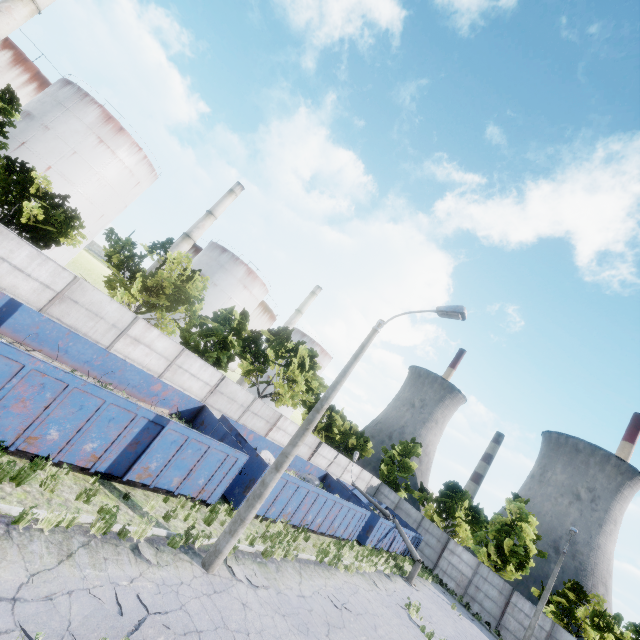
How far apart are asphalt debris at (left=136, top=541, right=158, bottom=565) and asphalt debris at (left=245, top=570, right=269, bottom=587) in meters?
2.0

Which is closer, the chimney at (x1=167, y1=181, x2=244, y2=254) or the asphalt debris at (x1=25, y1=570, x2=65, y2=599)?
the asphalt debris at (x1=25, y1=570, x2=65, y2=599)

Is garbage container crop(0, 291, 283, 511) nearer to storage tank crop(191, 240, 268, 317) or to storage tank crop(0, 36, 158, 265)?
storage tank crop(0, 36, 158, 265)

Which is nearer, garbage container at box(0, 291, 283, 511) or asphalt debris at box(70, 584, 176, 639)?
asphalt debris at box(70, 584, 176, 639)

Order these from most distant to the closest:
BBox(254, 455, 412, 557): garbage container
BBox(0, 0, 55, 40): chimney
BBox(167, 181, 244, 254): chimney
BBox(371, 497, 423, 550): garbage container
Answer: BBox(167, 181, 244, 254): chimney < BBox(0, 0, 55, 40): chimney < BBox(371, 497, 423, 550): garbage container < BBox(254, 455, 412, 557): garbage container

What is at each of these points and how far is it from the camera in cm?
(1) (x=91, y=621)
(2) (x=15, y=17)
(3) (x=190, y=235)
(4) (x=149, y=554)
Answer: (1) asphalt debris, 557
(2) chimney, 2867
(3) chimney, 4559
(4) asphalt debris, 784

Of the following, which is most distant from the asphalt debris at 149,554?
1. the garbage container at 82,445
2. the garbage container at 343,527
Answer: the garbage container at 343,527

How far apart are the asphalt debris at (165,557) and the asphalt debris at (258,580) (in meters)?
2.00
